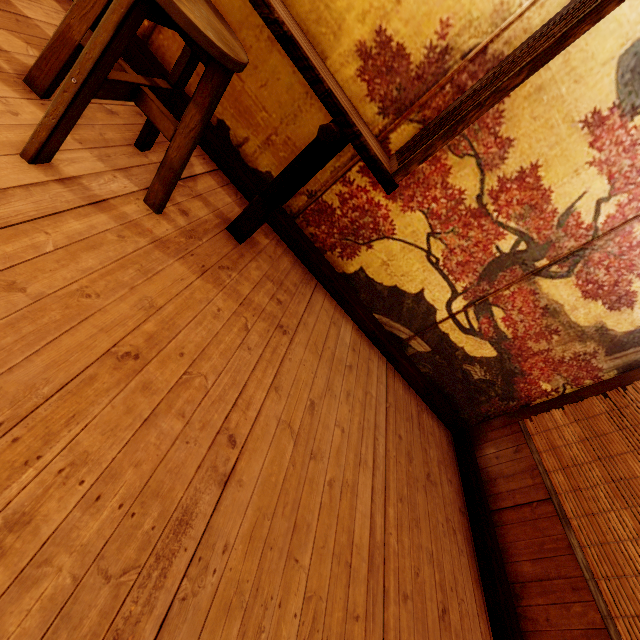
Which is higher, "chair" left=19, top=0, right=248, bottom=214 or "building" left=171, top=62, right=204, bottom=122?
"chair" left=19, top=0, right=248, bottom=214

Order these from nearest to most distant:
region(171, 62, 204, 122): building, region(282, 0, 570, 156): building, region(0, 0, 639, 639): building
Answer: region(0, 0, 639, 639): building → region(282, 0, 570, 156): building → region(171, 62, 204, 122): building

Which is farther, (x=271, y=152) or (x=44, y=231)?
(x=271, y=152)

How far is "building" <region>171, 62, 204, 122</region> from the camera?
3.6 meters

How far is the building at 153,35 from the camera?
3.42m

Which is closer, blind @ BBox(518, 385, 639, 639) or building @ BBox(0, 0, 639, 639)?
building @ BBox(0, 0, 639, 639)

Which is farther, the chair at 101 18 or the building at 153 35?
the building at 153 35
